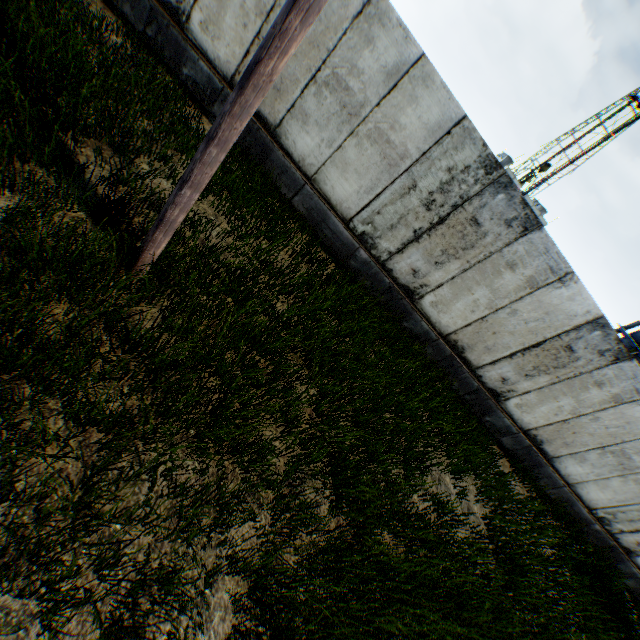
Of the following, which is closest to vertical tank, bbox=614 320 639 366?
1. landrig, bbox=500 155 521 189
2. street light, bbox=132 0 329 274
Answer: street light, bbox=132 0 329 274

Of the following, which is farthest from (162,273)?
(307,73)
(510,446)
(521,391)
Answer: (510,446)

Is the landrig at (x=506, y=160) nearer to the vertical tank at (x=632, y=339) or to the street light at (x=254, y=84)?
the vertical tank at (x=632, y=339)

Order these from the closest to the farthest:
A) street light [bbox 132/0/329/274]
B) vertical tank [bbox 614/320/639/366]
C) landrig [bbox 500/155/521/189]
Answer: street light [bbox 132/0/329/274], vertical tank [bbox 614/320/639/366], landrig [bbox 500/155/521/189]

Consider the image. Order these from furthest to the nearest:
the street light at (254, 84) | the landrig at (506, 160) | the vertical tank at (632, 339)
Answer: the landrig at (506, 160) < the vertical tank at (632, 339) < the street light at (254, 84)

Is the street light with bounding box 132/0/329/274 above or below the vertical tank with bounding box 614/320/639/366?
below

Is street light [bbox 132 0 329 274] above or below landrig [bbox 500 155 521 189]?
below
